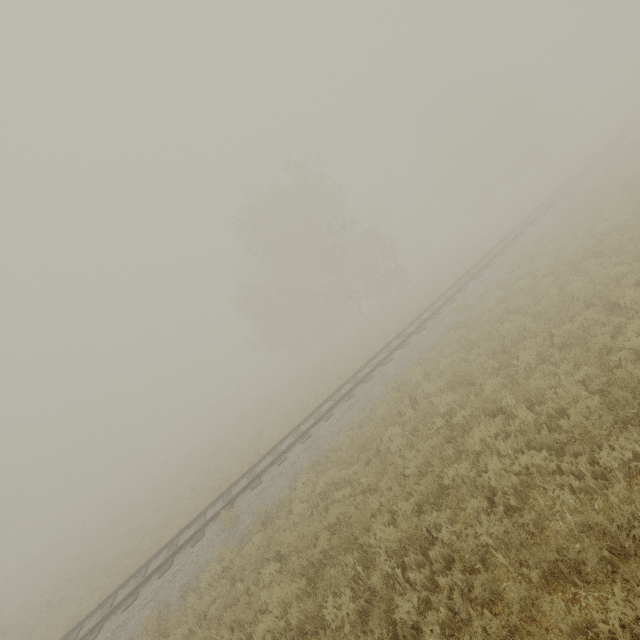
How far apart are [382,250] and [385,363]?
18.7 meters
